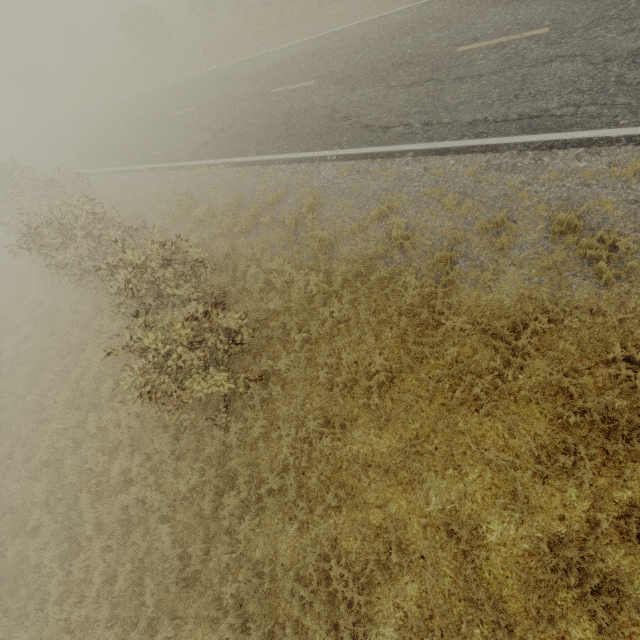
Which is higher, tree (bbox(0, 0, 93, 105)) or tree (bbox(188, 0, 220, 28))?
tree (bbox(0, 0, 93, 105))

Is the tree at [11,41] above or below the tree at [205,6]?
above

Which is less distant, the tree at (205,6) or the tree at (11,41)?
the tree at (205,6)

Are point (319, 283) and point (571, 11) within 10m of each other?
yes

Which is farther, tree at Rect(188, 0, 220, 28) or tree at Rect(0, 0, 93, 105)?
tree at Rect(0, 0, 93, 105)
